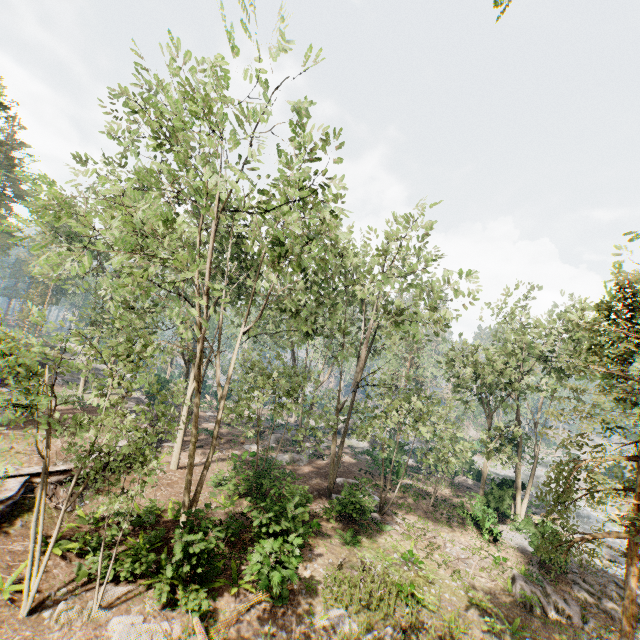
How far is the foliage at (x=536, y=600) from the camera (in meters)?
15.50

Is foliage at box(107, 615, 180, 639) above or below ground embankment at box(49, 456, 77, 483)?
below

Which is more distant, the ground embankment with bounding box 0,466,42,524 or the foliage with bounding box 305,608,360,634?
the ground embankment with bounding box 0,466,42,524

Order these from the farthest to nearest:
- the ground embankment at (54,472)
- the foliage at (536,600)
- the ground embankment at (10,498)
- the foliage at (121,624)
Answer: the foliage at (536,600) → the ground embankment at (54,472) → the ground embankment at (10,498) → the foliage at (121,624)

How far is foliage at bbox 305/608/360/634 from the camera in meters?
11.3

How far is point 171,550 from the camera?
13.64m

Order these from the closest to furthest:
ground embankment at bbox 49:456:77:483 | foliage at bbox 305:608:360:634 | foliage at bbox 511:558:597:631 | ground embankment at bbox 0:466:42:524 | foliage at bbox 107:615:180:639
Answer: foliage at bbox 107:615:180:639
foliage at bbox 305:608:360:634
ground embankment at bbox 0:466:42:524
ground embankment at bbox 49:456:77:483
foliage at bbox 511:558:597:631

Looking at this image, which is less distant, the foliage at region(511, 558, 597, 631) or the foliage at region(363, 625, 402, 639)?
the foliage at region(363, 625, 402, 639)
